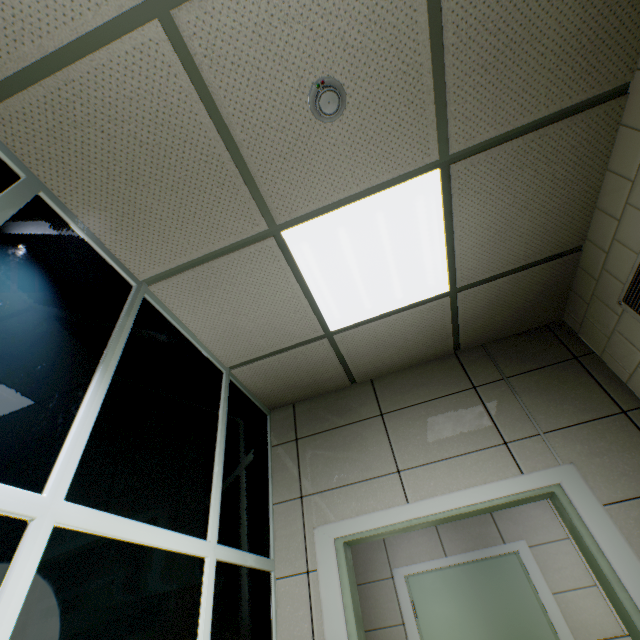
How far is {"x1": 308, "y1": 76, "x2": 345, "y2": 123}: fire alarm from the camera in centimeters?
137cm

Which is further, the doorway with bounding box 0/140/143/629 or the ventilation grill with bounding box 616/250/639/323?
the ventilation grill with bounding box 616/250/639/323

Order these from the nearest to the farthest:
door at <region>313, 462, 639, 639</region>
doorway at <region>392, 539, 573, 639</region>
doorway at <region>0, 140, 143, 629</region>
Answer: doorway at <region>0, 140, 143, 629</region>, door at <region>313, 462, 639, 639</region>, doorway at <region>392, 539, 573, 639</region>

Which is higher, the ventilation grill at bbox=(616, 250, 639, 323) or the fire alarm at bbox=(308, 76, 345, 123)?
the fire alarm at bbox=(308, 76, 345, 123)

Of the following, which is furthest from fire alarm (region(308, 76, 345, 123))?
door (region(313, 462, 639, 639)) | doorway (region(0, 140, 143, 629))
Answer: door (region(313, 462, 639, 639))

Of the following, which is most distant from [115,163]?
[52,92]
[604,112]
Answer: [604,112]

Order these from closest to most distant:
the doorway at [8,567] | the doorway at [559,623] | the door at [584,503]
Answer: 1. the doorway at [8,567]
2. the door at [584,503]
3. the doorway at [559,623]

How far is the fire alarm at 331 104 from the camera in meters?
1.4 m
